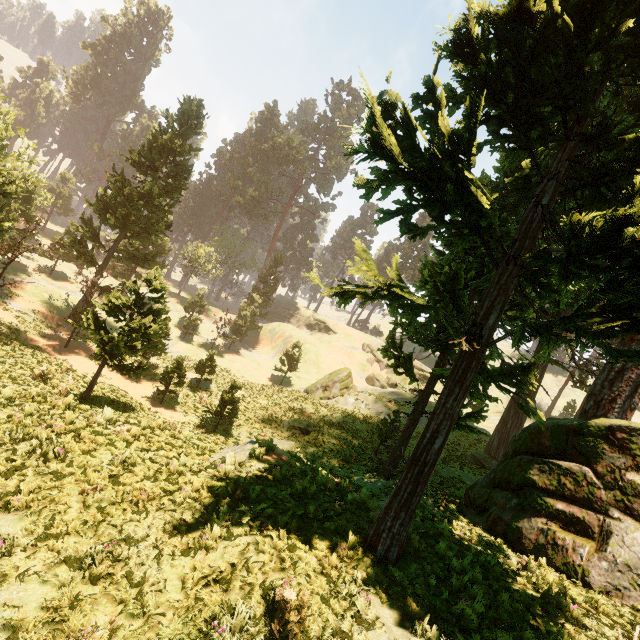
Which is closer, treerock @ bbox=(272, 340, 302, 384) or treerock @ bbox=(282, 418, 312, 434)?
treerock @ bbox=(282, 418, 312, 434)

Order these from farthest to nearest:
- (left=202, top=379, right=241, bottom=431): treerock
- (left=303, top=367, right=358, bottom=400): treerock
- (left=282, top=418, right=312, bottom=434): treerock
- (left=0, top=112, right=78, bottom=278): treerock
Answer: (left=303, top=367, right=358, bottom=400): treerock
(left=282, top=418, right=312, bottom=434): treerock
(left=202, top=379, right=241, bottom=431): treerock
(left=0, top=112, right=78, bottom=278): treerock

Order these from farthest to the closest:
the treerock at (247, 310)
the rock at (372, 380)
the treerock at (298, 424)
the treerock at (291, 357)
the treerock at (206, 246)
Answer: the rock at (372, 380) → the treerock at (206, 246) → the treerock at (247, 310) → the treerock at (291, 357) → the treerock at (298, 424)

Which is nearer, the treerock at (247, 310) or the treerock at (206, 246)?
the treerock at (247, 310)

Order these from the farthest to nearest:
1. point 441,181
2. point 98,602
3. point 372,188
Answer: point 372,188, point 441,181, point 98,602

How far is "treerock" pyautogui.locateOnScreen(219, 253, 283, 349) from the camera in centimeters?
4581cm
